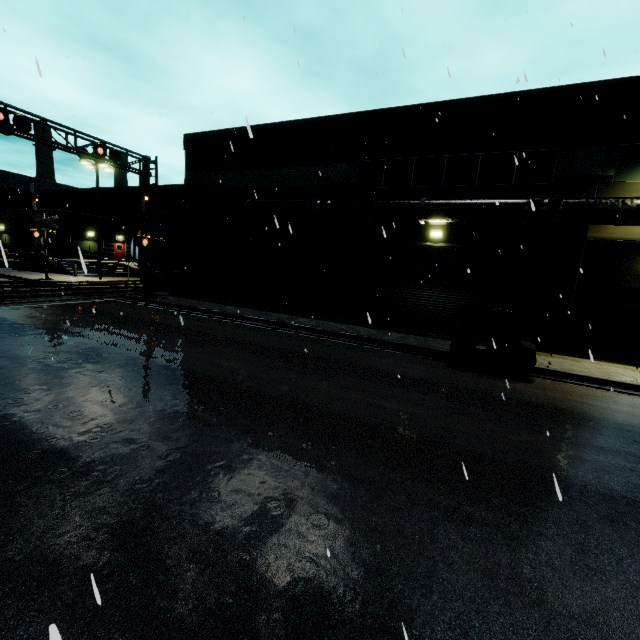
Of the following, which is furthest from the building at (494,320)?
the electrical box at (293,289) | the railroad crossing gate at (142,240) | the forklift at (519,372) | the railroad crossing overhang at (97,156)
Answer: the forklift at (519,372)

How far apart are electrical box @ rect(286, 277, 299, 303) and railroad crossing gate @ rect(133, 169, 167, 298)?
7.3 meters

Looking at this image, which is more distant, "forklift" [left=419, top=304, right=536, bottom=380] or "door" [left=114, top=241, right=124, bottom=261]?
"door" [left=114, top=241, right=124, bottom=261]

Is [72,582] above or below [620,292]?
below

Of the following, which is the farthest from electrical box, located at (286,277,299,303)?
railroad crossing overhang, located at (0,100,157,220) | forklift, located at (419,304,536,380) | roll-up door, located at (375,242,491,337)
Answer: railroad crossing overhang, located at (0,100,157,220)

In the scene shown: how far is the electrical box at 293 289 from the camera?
19.4m

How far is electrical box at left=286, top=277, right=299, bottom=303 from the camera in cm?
1938

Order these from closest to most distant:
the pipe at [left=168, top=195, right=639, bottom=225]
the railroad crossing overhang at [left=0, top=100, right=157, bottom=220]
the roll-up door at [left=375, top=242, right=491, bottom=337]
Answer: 1. the pipe at [left=168, top=195, right=639, bottom=225]
2. the railroad crossing overhang at [left=0, top=100, right=157, bottom=220]
3. the roll-up door at [left=375, top=242, right=491, bottom=337]
